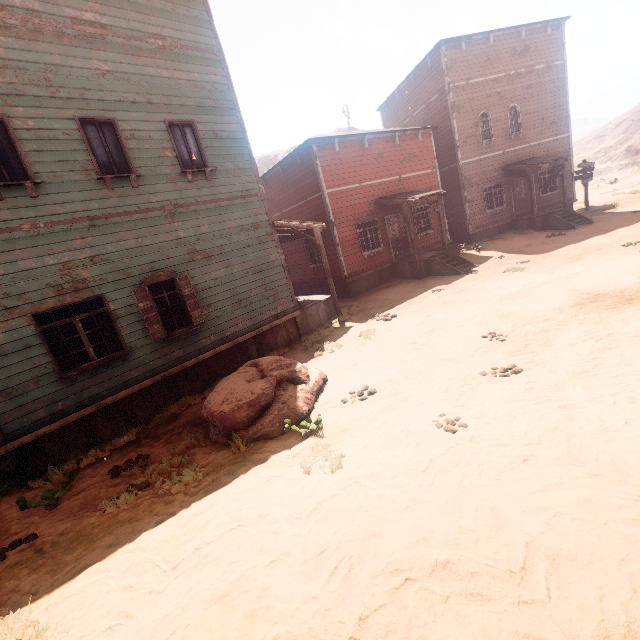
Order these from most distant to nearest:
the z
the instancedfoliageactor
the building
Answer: the building < the instancedfoliageactor < the z

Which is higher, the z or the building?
the building

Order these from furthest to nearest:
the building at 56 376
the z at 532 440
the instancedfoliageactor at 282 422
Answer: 1. the building at 56 376
2. the instancedfoliageactor at 282 422
3. the z at 532 440

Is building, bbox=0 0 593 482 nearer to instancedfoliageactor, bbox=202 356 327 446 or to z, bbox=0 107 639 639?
z, bbox=0 107 639 639

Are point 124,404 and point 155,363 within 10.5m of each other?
yes

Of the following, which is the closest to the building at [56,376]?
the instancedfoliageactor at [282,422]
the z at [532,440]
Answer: the z at [532,440]

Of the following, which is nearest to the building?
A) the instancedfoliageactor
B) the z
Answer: the z
